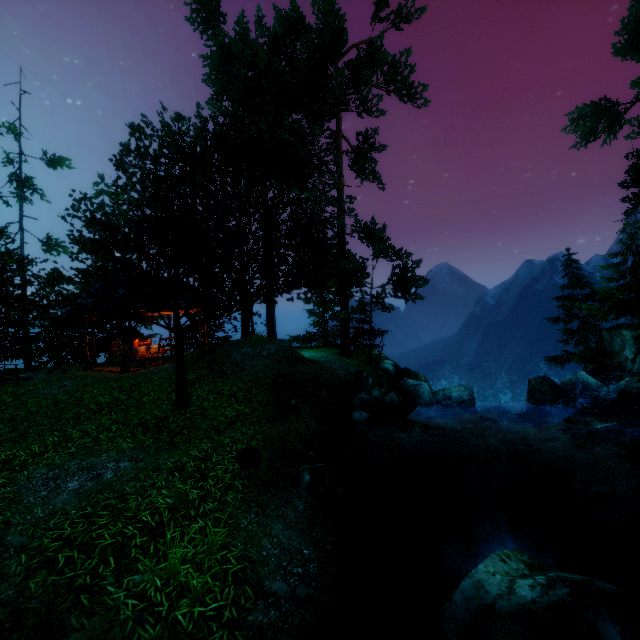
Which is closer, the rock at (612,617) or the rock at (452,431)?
the rock at (612,617)

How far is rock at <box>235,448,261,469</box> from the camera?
6.46m

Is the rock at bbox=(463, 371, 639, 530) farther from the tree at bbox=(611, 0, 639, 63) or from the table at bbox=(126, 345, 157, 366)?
the table at bbox=(126, 345, 157, 366)

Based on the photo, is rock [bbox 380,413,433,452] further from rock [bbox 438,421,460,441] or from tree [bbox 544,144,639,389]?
tree [bbox 544,144,639,389]

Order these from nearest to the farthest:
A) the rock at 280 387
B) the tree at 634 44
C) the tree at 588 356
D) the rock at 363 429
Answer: the rock at 363 429
the rock at 280 387
the tree at 588 356
the tree at 634 44

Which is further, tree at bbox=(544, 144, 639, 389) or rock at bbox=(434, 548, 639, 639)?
tree at bbox=(544, 144, 639, 389)

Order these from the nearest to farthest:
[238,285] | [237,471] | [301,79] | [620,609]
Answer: [620,609] → [237,471] → [238,285] → [301,79]

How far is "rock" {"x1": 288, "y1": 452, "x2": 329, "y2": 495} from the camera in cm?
655
